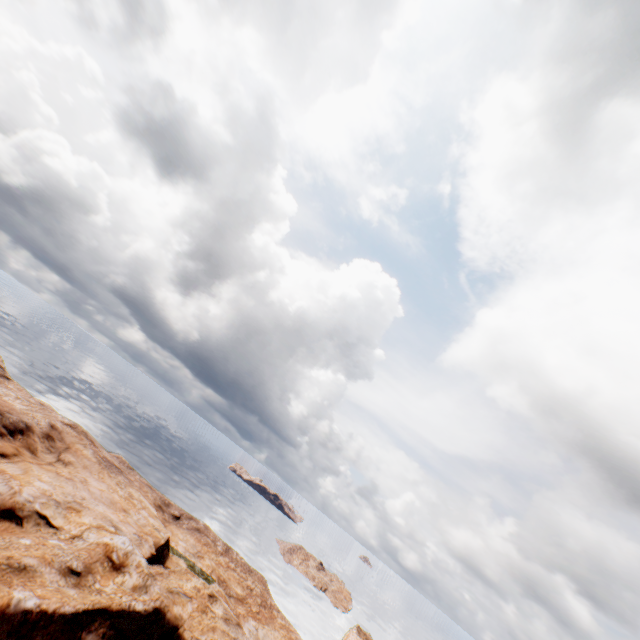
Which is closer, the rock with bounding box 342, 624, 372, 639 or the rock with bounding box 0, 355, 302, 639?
the rock with bounding box 0, 355, 302, 639

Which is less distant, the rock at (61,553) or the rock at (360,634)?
the rock at (61,553)

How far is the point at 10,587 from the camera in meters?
14.9
